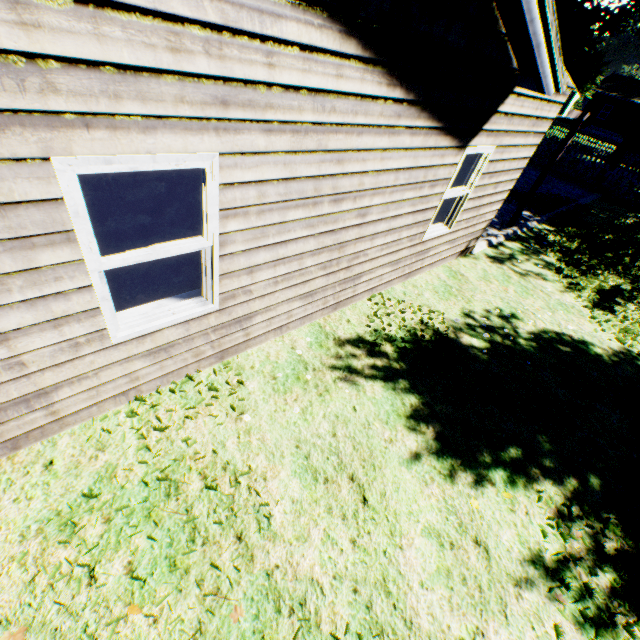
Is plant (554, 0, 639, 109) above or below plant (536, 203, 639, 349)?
above

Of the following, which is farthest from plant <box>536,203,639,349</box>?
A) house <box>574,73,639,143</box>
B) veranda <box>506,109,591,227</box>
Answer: veranda <box>506,109,591,227</box>

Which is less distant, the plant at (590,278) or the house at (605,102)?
the plant at (590,278)

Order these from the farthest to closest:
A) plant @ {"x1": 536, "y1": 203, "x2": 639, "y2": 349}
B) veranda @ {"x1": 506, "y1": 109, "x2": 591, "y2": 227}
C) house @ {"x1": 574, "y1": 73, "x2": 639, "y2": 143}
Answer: house @ {"x1": 574, "y1": 73, "x2": 639, "y2": 143} → veranda @ {"x1": 506, "y1": 109, "x2": 591, "y2": 227} → plant @ {"x1": 536, "y1": 203, "x2": 639, "y2": 349}

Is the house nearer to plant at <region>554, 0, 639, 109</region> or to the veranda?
plant at <region>554, 0, 639, 109</region>

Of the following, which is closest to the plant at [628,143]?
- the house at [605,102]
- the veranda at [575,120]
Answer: the house at [605,102]

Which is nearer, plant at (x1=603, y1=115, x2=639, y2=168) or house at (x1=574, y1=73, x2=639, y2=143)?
plant at (x1=603, y1=115, x2=639, y2=168)

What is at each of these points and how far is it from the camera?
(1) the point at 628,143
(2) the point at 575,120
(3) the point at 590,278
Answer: (1) plant, 17.75m
(2) veranda, 8.25m
(3) plant, 8.66m
